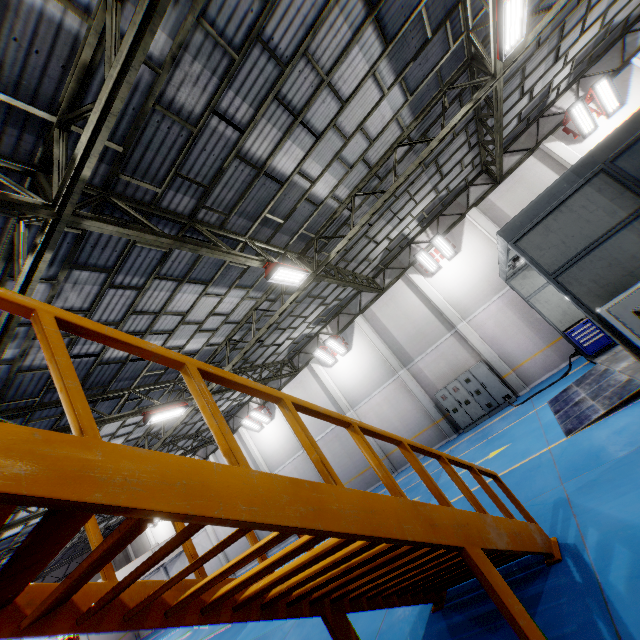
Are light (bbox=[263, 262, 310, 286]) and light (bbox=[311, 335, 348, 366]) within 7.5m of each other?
no

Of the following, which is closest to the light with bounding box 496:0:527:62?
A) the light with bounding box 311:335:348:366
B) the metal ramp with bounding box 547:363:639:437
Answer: the metal ramp with bounding box 547:363:639:437

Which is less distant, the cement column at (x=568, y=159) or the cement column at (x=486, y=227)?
the cement column at (x=568, y=159)

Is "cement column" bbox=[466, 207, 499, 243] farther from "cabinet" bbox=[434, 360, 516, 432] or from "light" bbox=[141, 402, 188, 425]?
"light" bbox=[141, 402, 188, 425]

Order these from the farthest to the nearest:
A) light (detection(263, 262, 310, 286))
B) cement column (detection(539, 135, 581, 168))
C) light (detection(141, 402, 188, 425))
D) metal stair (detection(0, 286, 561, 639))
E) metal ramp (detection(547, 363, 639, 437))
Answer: cement column (detection(539, 135, 581, 168)) < light (detection(141, 402, 188, 425)) < light (detection(263, 262, 310, 286)) < metal ramp (detection(547, 363, 639, 437)) < metal stair (detection(0, 286, 561, 639))

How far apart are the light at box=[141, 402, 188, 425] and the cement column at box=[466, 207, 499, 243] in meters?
15.4

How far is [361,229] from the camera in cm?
1063

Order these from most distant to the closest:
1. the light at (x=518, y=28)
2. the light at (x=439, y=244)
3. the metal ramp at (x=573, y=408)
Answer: the light at (x=439, y=244) < the metal ramp at (x=573, y=408) < the light at (x=518, y=28)
